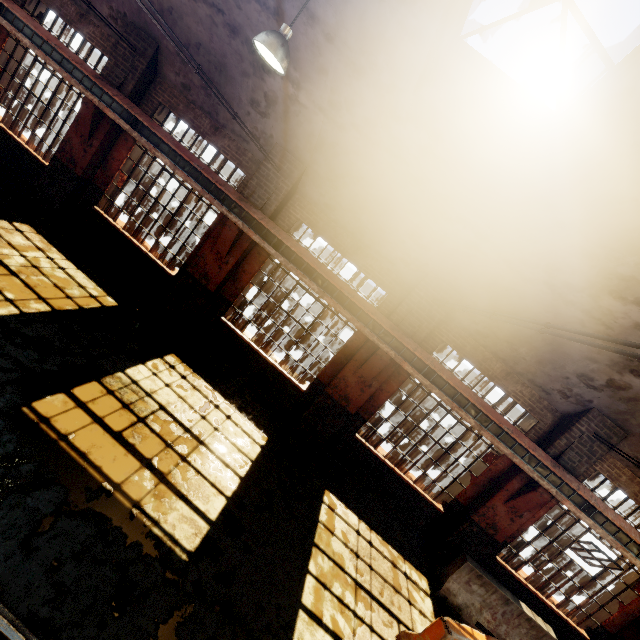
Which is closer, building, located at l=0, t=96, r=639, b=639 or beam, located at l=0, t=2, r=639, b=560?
beam, located at l=0, t=2, r=639, b=560

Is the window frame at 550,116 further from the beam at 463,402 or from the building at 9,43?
the beam at 463,402

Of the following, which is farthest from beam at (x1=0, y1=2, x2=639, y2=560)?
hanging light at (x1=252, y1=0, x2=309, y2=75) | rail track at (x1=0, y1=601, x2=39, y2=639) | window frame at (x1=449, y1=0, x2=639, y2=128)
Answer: rail track at (x1=0, y1=601, x2=39, y2=639)

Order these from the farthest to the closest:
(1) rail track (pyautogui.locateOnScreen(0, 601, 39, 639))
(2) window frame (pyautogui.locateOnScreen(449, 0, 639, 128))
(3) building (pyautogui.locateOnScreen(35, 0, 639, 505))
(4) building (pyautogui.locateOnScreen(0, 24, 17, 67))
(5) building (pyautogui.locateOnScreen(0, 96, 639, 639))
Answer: (4) building (pyautogui.locateOnScreen(0, 24, 17, 67))
(5) building (pyautogui.locateOnScreen(0, 96, 639, 639))
(3) building (pyautogui.locateOnScreen(35, 0, 639, 505))
(2) window frame (pyautogui.locateOnScreen(449, 0, 639, 128))
(1) rail track (pyautogui.locateOnScreen(0, 601, 39, 639))

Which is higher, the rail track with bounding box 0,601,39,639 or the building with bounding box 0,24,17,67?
the building with bounding box 0,24,17,67

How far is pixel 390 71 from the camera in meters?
5.2 m

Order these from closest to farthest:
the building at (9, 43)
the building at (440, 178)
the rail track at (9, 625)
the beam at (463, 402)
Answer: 1. the rail track at (9, 625)
2. the building at (440, 178)
3. the beam at (463, 402)
4. the building at (9, 43)
